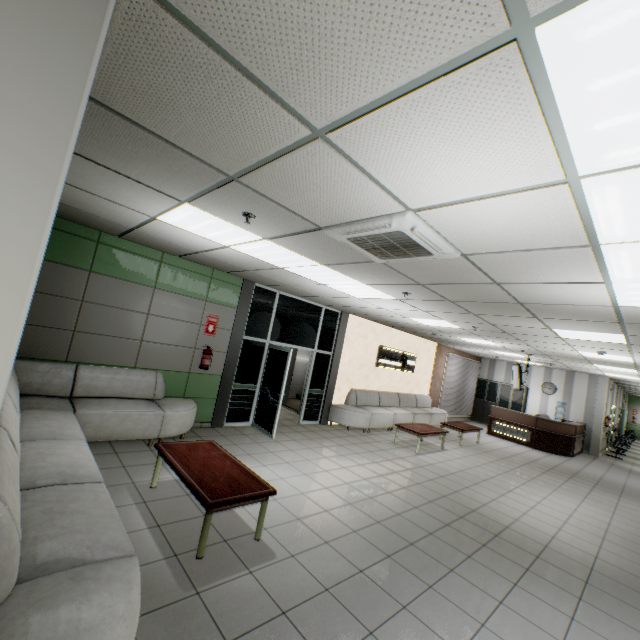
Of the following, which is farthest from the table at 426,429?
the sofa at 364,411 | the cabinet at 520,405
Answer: the cabinet at 520,405

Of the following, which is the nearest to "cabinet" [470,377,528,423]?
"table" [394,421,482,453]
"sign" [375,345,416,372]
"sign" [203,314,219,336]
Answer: "sign" [375,345,416,372]

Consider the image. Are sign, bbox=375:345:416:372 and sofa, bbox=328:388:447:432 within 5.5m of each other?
yes

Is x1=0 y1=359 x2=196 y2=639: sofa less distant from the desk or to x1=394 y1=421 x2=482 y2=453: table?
x1=394 y1=421 x2=482 y2=453: table

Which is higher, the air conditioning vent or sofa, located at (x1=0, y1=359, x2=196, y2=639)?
the air conditioning vent

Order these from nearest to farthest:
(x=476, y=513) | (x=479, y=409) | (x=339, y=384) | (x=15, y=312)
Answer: (x=15, y=312)
(x=476, y=513)
(x=339, y=384)
(x=479, y=409)

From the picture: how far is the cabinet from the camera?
14.9 meters

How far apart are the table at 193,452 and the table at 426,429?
5.41m
